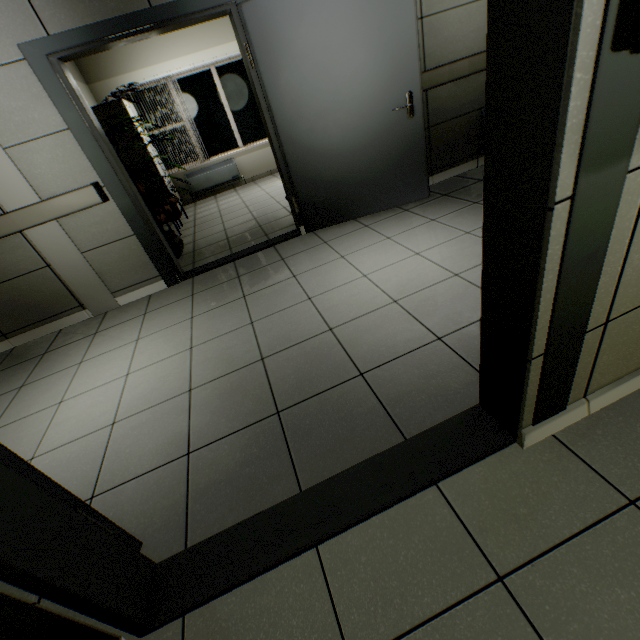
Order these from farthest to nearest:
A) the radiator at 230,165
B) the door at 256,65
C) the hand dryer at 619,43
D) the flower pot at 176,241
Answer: the radiator at 230,165 → the flower pot at 176,241 → the door at 256,65 → the hand dryer at 619,43

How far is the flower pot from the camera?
4.2 meters

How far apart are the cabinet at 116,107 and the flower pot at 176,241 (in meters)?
2.43

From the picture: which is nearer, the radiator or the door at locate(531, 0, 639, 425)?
the door at locate(531, 0, 639, 425)

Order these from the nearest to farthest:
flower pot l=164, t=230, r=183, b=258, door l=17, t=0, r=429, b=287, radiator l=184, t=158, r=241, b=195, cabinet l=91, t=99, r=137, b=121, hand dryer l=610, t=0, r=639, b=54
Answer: hand dryer l=610, t=0, r=639, b=54
door l=17, t=0, r=429, b=287
flower pot l=164, t=230, r=183, b=258
cabinet l=91, t=99, r=137, b=121
radiator l=184, t=158, r=241, b=195

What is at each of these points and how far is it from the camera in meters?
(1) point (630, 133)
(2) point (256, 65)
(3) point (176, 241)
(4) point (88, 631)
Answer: (1) door, 0.7 m
(2) door, 2.9 m
(3) flower pot, 4.3 m
(4) door, 0.9 m

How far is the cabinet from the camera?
5.5m

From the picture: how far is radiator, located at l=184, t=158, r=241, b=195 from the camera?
7.48m
